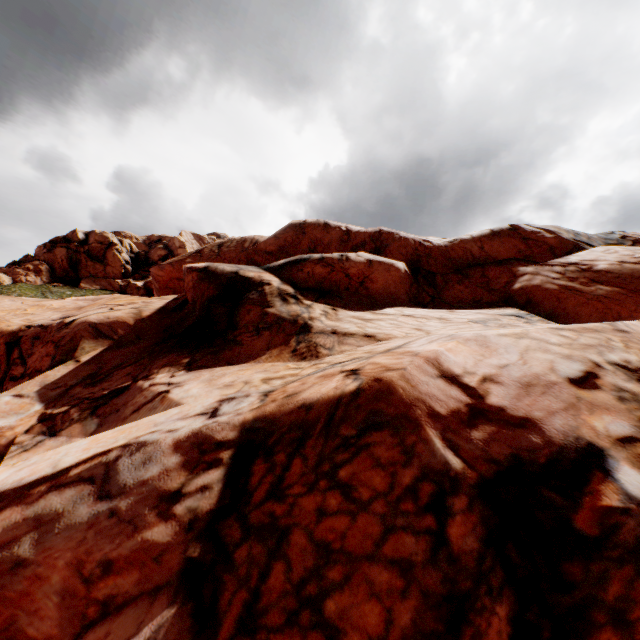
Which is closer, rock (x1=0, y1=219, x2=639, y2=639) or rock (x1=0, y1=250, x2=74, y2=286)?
rock (x1=0, y1=219, x2=639, y2=639)

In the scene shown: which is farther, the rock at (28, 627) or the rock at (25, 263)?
the rock at (25, 263)

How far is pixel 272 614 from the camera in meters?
3.5 m

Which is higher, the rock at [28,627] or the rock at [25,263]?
the rock at [25,263]

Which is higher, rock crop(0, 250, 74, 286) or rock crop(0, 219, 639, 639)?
rock crop(0, 250, 74, 286)
